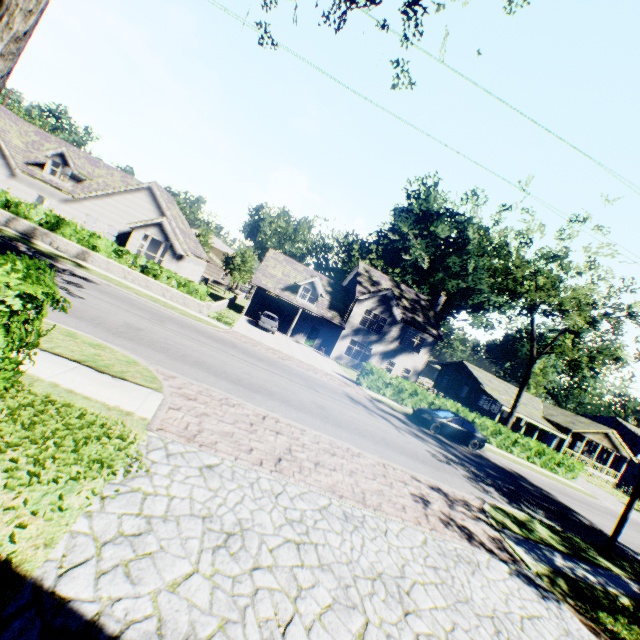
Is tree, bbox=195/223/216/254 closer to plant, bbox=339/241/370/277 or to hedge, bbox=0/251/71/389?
hedge, bbox=0/251/71/389

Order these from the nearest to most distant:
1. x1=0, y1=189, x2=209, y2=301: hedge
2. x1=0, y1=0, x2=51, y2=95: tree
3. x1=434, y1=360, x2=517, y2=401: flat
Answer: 1. x1=0, y1=0, x2=51, y2=95: tree
2. x1=0, y1=189, x2=209, y2=301: hedge
3. x1=434, y1=360, x2=517, y2=401: flat

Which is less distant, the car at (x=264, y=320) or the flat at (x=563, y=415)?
the car at (x=264, y=320)

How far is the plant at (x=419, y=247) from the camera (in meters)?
56.03

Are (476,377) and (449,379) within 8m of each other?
yes

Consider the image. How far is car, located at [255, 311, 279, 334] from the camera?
28.25m

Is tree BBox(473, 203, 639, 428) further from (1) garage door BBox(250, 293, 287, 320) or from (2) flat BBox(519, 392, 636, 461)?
(1) garage door BBox(250, 293, 287, 320)

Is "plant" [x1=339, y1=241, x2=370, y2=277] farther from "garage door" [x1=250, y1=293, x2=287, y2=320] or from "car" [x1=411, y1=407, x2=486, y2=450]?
"car" [x1=411, y1=407, x2=486, y2=450]
